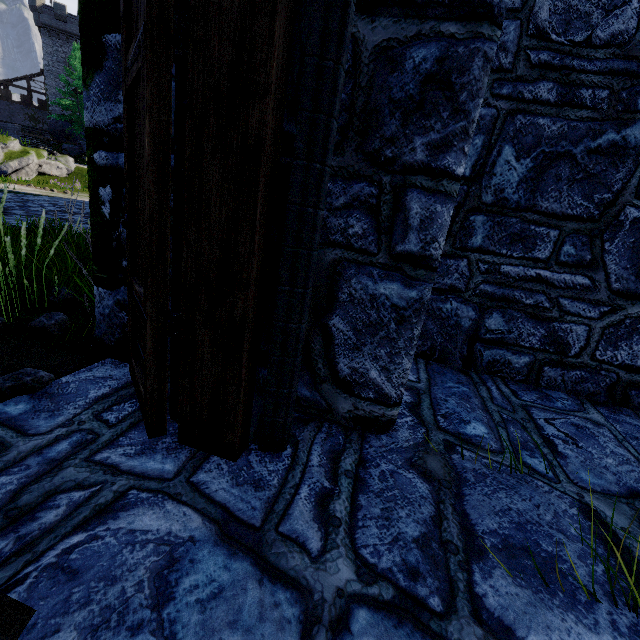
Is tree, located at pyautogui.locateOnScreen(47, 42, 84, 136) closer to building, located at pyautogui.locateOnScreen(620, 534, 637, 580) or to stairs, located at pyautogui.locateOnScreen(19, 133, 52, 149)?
stairs, located at pyautogui.locateOnScreen(19, 133, 52, 149)

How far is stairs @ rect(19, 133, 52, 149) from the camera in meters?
29.7

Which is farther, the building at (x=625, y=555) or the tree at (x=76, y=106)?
the tree at (x=76, y=106)

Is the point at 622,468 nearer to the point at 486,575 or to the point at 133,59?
the point at 486,575

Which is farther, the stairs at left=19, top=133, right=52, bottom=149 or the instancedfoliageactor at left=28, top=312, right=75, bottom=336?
the stairs at left=19, top=133, right=52, bottom=149

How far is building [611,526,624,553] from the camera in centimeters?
158cm

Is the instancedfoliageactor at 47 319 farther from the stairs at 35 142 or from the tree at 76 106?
the tree at 76 106

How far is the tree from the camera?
32.7m
